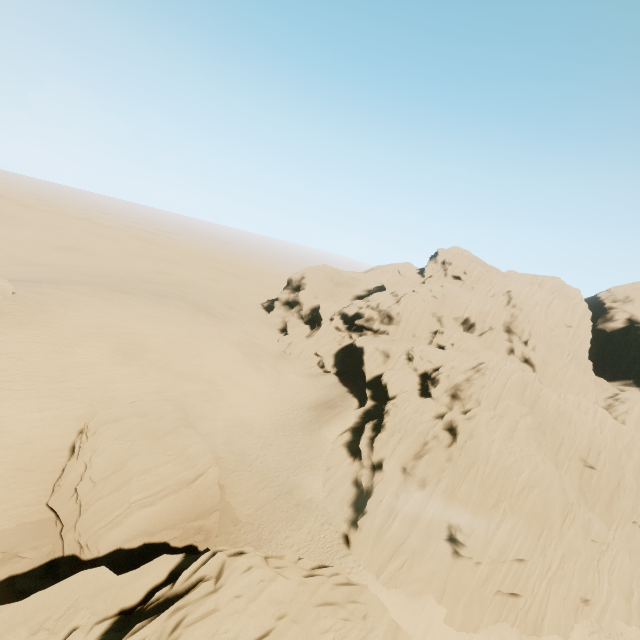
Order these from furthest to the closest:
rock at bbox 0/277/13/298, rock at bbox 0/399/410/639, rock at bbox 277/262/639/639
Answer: rock at bbox 0/277/13/298 → rock at bbox 277/262/639/639 → rock at bbox 0/399/410/639

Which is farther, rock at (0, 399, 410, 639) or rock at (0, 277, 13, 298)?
rock at (0, 277, 13, 298)

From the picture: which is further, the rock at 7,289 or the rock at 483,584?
the rock at 7,289

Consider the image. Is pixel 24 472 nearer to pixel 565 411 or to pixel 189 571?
pixel 189 571
